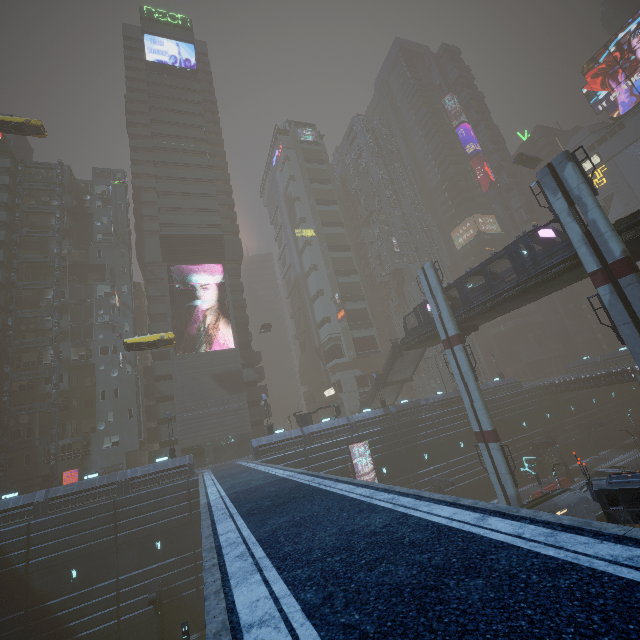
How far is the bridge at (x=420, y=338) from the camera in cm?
3562

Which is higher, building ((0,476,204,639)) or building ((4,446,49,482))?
building ((4,446,49,482))

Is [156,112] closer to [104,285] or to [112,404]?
[104,285]

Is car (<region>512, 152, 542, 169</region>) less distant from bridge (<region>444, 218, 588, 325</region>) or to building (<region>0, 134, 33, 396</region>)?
building (<region>0, 134, 33, 396</region>)

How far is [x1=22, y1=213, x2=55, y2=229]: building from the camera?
45.88m

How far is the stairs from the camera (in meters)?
43.23

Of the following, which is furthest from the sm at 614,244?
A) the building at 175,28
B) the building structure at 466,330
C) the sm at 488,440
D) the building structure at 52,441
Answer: the building structure at 52,441

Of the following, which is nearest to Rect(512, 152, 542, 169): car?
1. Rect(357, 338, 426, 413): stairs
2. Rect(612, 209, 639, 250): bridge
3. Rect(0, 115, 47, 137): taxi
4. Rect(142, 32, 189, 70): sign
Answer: Rect(0, 115, 47, 137): taxi
